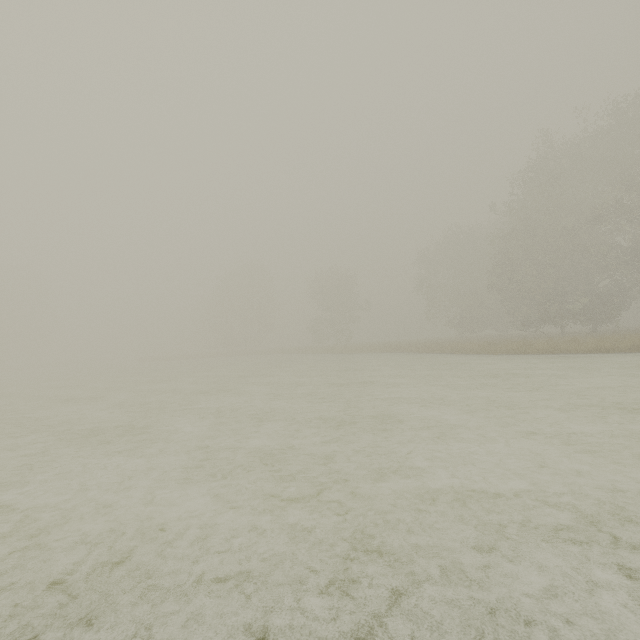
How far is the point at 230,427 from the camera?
8.4m
